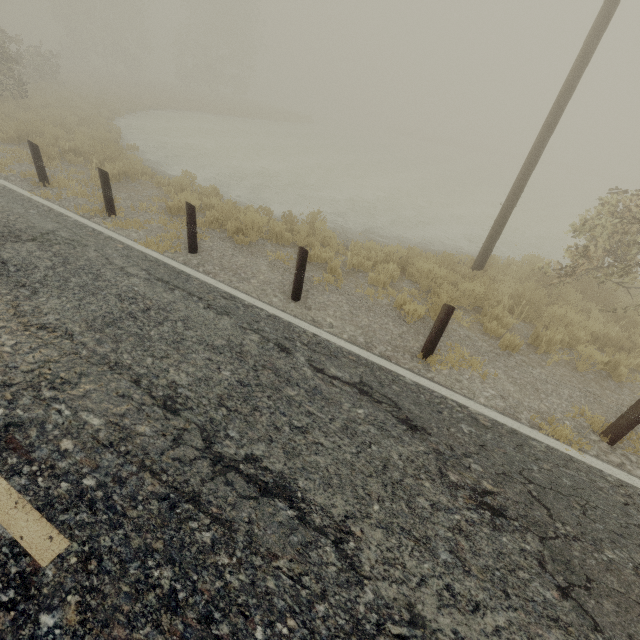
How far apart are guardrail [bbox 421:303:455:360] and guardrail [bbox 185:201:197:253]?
4.7 meters

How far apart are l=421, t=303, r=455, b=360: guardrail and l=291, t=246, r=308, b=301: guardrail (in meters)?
1.97

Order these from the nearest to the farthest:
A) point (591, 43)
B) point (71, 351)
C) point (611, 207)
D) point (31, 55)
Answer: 1. point (71, 351)
2. point (591, 43)
3. point (611, 207)
4. point (31, 55)

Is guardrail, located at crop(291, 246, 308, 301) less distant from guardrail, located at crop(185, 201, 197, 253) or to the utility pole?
guardrail, located at crop(185, 201, 197, 253)

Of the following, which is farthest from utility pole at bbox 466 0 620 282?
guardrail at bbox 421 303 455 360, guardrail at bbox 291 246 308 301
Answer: guardrail at bbox 291 246 308 301

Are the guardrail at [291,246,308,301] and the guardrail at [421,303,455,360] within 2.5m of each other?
yes

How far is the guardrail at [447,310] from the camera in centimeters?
463cm

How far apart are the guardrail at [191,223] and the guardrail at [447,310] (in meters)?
4.73
